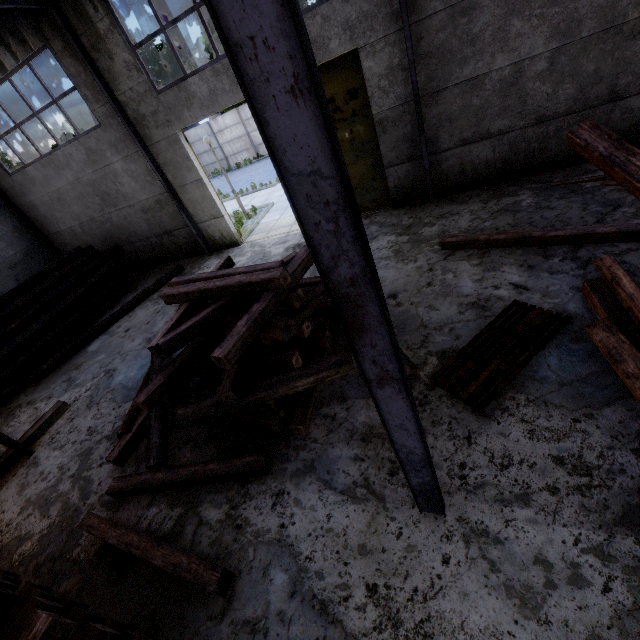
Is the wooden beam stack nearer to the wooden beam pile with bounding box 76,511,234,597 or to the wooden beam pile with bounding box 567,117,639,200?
the wooden beam pile with bounding box 76,511,234,597

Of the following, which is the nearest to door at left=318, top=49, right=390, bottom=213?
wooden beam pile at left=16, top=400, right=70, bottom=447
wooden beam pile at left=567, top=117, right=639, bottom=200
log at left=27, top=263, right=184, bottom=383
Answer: wooden beam pile at left=567, top=117, right=639, bottom=200

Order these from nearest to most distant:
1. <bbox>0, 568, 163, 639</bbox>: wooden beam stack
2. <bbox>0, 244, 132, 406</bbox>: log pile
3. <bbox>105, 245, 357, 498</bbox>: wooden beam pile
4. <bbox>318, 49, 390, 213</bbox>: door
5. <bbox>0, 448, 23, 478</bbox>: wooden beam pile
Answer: <bbox>0, 568, 163, 639</bbox>: wooden beam stack → <bbox>105, 245, 357, 498</bbox>: wooden beam pile → <bbox>0, 448, 23, 478</bbox>: wooden beam pile → <bbox>318, 49, 390, 213</bbox>: door → <bbox>0, 244, 132, 406</bbox>: log pile

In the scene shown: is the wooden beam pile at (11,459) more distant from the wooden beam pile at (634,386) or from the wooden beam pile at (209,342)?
the wooden beam pile at (634,386)

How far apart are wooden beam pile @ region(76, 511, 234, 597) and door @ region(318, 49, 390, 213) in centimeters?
899cm

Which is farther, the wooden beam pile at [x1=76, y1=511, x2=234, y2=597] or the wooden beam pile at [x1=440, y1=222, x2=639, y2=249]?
the wooden beam pile at [x1=440, y1=222, x2=639, y2=249]

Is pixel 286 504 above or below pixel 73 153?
below
